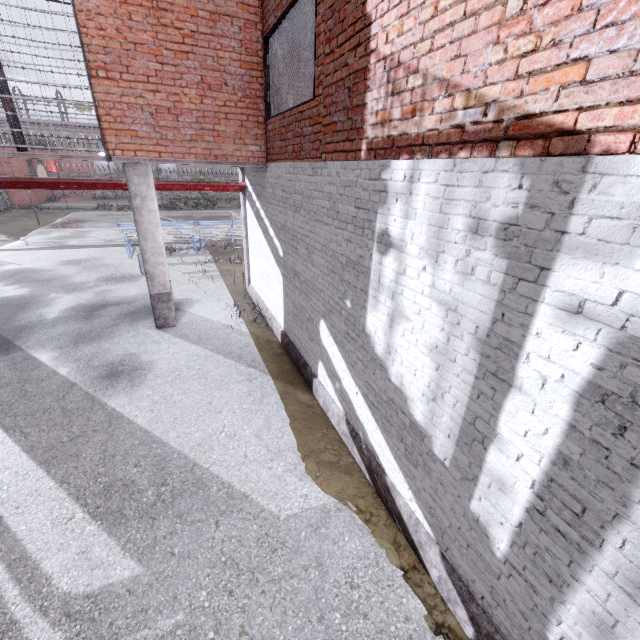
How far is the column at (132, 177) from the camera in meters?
7.1 m

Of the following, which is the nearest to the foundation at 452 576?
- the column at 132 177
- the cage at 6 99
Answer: the column at 132 177

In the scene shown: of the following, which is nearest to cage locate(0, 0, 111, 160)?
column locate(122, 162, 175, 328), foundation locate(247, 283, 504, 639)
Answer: column locate(122, 162, 175, 328)

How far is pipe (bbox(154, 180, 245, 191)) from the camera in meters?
8.7 m

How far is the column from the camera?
7.07m

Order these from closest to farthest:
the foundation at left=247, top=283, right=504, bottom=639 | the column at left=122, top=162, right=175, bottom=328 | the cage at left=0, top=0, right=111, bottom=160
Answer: the foundation at left=247, top=283, right=504, bottom=639 → the cage at left=0, top=0, right=111, bottom=160 → the column at left=122, top=162, right=175, bottom=328

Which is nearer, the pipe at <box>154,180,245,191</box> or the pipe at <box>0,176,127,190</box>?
the pipe at <box>0,176,127,190</box>

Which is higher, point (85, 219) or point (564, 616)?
point (564, 616)
